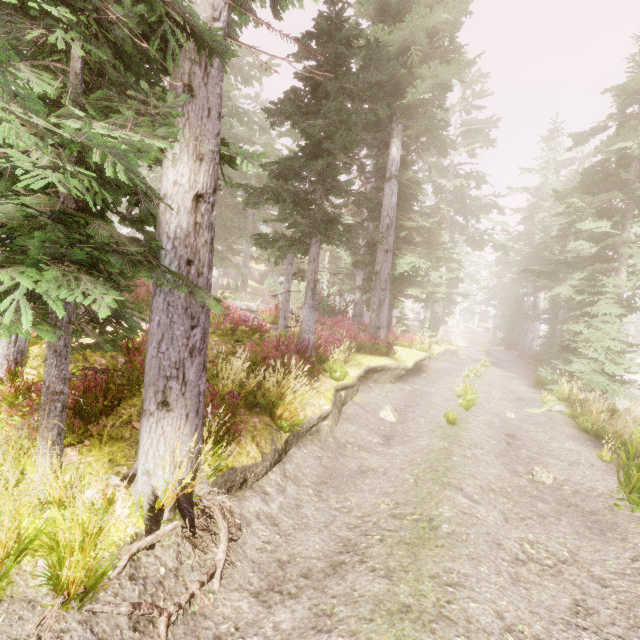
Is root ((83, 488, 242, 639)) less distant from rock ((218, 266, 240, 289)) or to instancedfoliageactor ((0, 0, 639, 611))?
instancedfoliageactor ((0, 0, 639, 611))

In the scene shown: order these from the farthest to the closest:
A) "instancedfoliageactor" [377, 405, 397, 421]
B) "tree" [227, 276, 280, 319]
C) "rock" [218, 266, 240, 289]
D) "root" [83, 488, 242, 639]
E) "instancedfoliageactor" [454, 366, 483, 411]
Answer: "rock" [218, 266, 240, 289] < "tree" [227, 276, 280, 319] < "instancedfoliageactor" [454, 366, 483, 411] < "instancedfoliageactor" [377, 405, 397, 421] < "root" [83, 488, 242, 639]

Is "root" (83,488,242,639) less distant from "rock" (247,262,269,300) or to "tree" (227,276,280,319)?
"tree" (227,276,280,319)

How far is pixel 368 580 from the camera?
3.3 meters

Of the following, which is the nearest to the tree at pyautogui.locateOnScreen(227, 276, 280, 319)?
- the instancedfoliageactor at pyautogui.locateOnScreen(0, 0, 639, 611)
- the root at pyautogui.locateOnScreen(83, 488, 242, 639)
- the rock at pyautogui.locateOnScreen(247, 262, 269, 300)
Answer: the instancedfoliageactor at pyautogui.locateOnScreen(0, 0, 639, 611)

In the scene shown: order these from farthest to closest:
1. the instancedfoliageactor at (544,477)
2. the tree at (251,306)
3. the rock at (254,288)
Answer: the rock at (254,288)
the tree at (251,306)
the instancedfoliageactor at (544,477)

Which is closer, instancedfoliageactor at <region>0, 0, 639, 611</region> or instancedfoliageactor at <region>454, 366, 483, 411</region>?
instancedfoliageactor at <region>0, 0, 639, 611</region>

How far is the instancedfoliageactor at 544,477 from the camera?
6.5m
